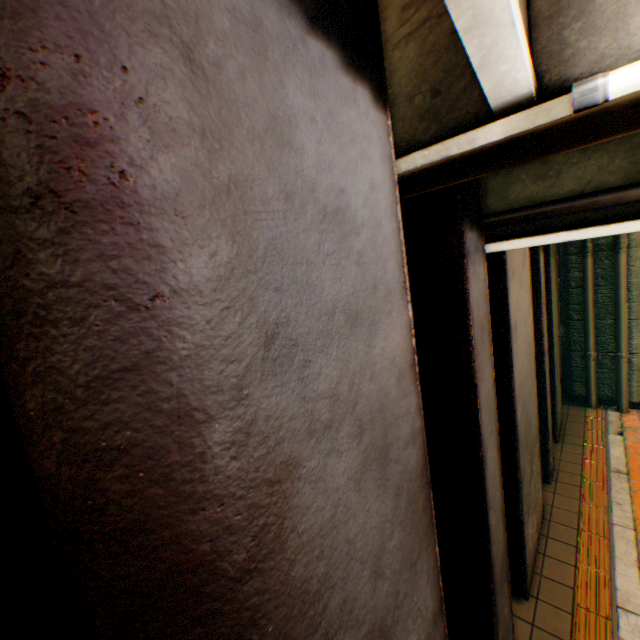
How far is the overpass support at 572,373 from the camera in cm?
766

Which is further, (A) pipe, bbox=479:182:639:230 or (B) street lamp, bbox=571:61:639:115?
(A) pipe, bbox=479:182:639:230

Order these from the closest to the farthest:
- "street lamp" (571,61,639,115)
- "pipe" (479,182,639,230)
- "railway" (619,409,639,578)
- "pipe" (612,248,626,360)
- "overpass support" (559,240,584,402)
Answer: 1. "street lamp" (571,61,639,115)
2. "pipe" (479,182,639,230)
3. "railway" (619,409,639,578)
4. "pipe" (612,248,626,360)
5. "overpass support" (559,240,584,402)

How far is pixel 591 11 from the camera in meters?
1.2

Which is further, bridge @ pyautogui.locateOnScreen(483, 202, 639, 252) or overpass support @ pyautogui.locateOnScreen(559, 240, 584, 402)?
overpass support @ pyautogui.locateOnScreen(559, 240, 584, 402)

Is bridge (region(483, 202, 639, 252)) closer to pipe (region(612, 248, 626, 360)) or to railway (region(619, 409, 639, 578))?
pipe (region(612, 248, 626, 360))

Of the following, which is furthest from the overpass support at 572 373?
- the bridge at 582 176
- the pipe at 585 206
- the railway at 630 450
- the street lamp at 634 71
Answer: the pipe at 585 206

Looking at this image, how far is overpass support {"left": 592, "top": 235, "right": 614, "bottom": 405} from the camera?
7.3 meters
